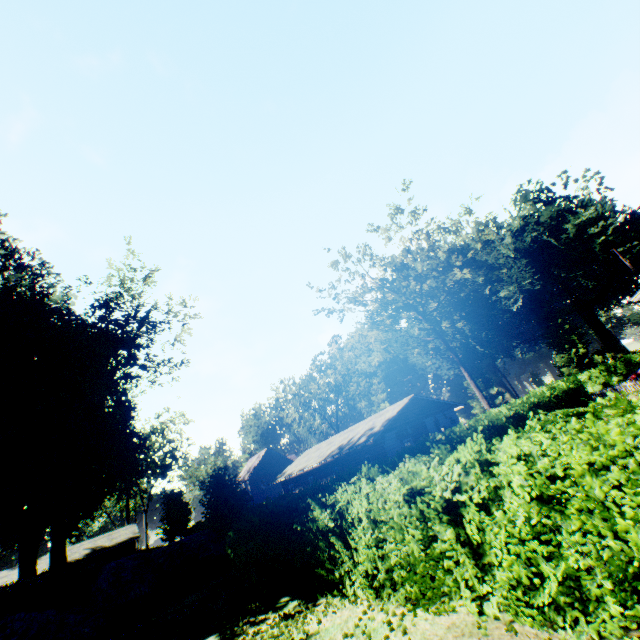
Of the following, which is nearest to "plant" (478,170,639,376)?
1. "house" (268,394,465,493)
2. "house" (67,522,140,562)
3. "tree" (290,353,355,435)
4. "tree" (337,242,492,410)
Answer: "tree" (337,242,492,410)

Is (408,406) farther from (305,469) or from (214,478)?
(214,478)

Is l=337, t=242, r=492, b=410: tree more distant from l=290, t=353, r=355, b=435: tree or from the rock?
the rock

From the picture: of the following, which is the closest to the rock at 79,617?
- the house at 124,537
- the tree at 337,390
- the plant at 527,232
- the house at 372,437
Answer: the house at 372,437

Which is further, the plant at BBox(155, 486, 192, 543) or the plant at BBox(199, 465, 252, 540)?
the plant at BBox(155, 486, 192, 543)

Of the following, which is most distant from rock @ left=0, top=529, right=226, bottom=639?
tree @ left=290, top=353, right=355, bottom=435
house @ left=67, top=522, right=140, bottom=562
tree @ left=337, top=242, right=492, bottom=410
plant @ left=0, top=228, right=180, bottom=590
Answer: tree @ left=290, top=353, right=355, bottom=435

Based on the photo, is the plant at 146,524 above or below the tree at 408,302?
below

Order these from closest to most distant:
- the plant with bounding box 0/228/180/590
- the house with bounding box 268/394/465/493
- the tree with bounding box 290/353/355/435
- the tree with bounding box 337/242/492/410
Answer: the plant with bounding box 0/228/180/590 → the house with bounding box 268/394/465/493 → the tree with bounding box 337/242/492/410 → the tree with bounding box 290/353/355/435
